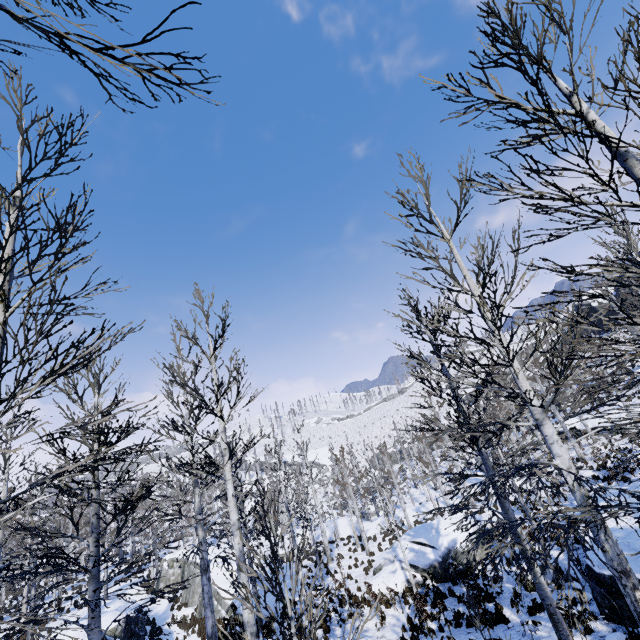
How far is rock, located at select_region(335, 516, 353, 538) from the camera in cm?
3300

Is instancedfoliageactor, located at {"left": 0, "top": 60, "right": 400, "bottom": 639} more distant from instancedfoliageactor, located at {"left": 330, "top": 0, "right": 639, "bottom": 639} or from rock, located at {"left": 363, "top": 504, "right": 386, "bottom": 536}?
rock, located at {"left": 363, "top": 504, "right": 386, "bottom": 536}

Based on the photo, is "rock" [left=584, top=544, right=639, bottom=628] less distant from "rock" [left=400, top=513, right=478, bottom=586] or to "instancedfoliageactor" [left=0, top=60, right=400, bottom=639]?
"rock" [left=400, top=513, right=478, bottom=586]

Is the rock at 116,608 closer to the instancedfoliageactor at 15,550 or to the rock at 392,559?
the instancedfoliageactor at 15,550

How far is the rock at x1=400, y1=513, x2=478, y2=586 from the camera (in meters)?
16.39

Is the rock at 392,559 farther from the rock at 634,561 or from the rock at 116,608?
the rock at 634,561

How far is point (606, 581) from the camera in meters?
8.5

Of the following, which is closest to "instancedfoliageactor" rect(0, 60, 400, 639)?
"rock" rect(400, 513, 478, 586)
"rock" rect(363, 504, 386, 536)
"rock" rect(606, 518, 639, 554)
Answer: "rock" rect(363, 504, 386, 536)
